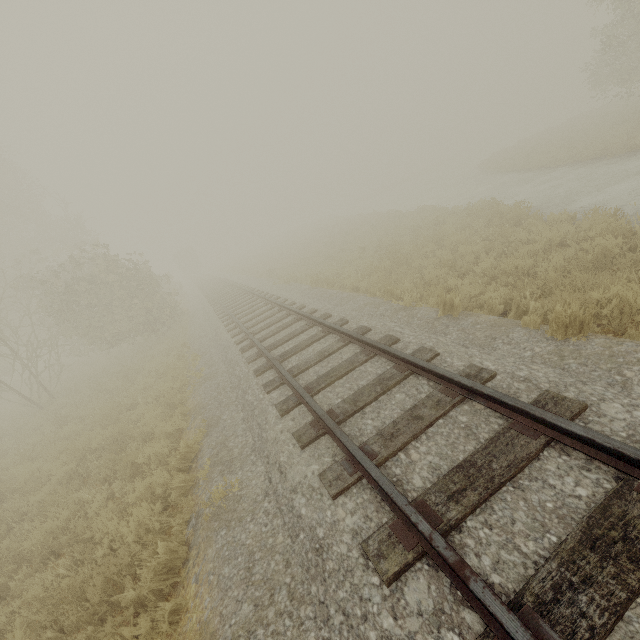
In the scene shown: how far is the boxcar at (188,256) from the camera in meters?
53.3

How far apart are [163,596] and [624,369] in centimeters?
594cm

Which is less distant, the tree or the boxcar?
the tree

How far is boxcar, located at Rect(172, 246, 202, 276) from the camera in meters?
53.3

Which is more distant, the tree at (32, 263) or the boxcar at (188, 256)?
the boxcar at (188, 256)
